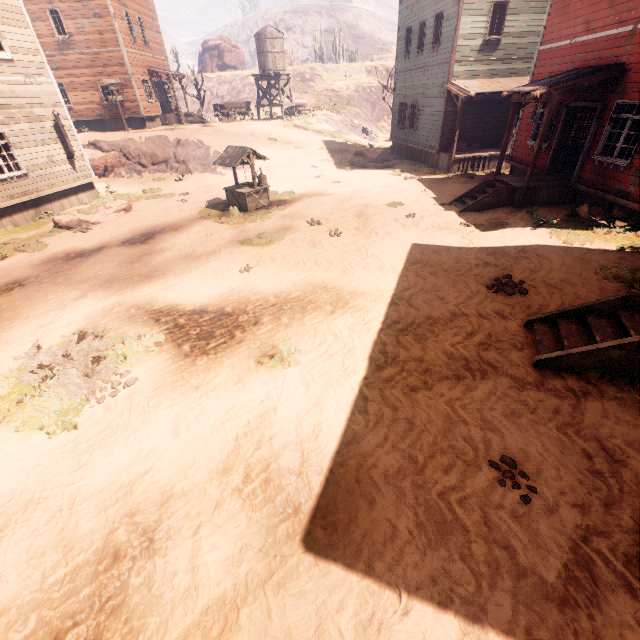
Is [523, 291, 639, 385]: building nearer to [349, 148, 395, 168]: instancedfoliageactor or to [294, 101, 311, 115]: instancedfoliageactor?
[349, 148, 395, 168]: instancedfoliageactor

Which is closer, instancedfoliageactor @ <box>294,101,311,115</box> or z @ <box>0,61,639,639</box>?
z @ <box>0,61,639,639</box>

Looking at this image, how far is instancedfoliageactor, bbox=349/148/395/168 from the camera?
20.3m

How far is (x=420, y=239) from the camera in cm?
1001

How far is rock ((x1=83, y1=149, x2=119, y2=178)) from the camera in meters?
20.5 m

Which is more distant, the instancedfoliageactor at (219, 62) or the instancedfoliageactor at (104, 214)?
the instancedfoliageactor at (219, 62)

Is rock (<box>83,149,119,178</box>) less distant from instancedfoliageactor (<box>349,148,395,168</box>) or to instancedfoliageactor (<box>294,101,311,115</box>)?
instancedfoliageactor (<box>349,148,395,168</box>)

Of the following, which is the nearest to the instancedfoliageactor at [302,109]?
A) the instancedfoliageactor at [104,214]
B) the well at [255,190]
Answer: the well at [255,190]
